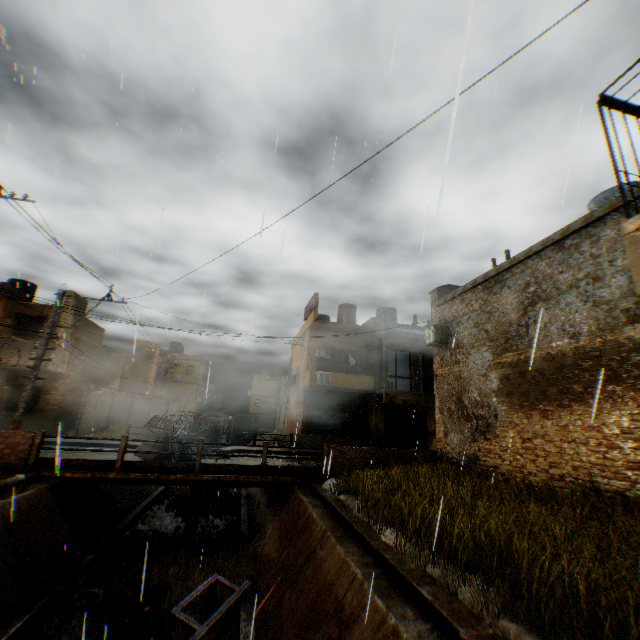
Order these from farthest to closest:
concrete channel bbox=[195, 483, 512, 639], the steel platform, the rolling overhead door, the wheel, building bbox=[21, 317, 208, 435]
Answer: the rolling overhead door → building bbox=[21, 317, 208, 435] → the wheel → the steel platform → concrete channel bbox=[195, 483, 512, 639]

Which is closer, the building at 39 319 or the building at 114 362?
the building at 39 319

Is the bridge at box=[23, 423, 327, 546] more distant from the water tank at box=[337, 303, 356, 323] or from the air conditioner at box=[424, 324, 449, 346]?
the water tank at box=[337, 303, 356, 323]

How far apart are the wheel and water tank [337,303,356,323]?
20.9m

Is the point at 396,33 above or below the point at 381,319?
below

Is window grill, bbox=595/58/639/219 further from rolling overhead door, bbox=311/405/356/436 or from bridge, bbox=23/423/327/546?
bridge, bbox=23/423/327/546

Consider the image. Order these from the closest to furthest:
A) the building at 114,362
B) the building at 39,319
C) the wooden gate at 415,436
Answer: the building at 39,319, the building at 114,362, the wooden gate at 415,436

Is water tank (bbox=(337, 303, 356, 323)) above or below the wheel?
above
